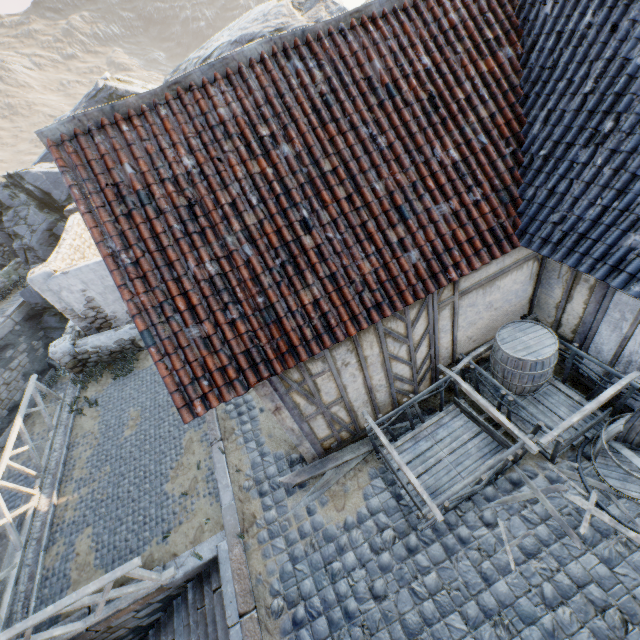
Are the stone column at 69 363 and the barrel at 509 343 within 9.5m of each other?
no

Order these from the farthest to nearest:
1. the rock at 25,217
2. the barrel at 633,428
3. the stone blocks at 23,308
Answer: the rock at 25,217 < the stone blocks at 23,308 < the barrel at 633,428

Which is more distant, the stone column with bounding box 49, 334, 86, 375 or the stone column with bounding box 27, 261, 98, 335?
the stone column with bounding box 49, 334, 86, 375

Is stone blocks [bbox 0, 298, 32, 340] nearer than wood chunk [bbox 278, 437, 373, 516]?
No

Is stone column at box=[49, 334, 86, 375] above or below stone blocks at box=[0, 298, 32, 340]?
above

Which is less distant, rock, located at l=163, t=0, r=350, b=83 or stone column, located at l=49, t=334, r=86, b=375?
stone column, located at l=49, t=334, r=86, b=375

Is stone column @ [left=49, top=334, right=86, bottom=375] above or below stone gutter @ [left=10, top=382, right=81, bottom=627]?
above

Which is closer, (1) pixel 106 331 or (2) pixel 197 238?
(2) pixel 197 238
